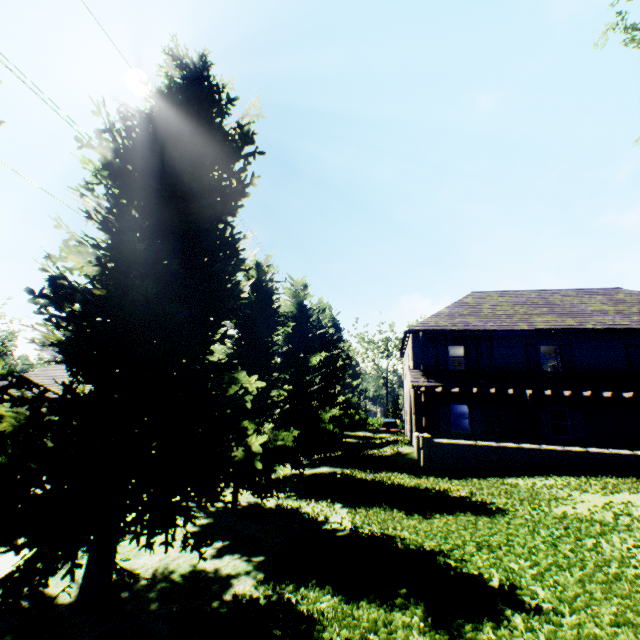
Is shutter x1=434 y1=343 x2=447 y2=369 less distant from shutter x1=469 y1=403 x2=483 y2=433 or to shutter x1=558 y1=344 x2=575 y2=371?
shutter x1=469 y1=403 x2=483 y2=433

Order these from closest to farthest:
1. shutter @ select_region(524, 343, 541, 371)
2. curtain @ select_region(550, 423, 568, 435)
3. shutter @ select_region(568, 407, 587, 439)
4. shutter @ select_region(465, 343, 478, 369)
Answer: shutter @ select_region(568, 407, 587, 439) < curtain @ select_region(550, 423, 568, 435) < shutter @ select_region(524, 343, 541, 371) < shutter @ select_region(465, 343, 478, 369)

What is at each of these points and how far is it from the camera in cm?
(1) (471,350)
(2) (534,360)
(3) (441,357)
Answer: (1) shutter, 1922
(2) shutter, 1841
(3) shutter, 1945

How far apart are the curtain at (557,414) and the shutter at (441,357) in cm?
553

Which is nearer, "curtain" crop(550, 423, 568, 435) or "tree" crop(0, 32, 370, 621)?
"tree" crop(0, 32, 370, 621)

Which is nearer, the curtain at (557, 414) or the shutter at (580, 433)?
the shutter at (580, 433)

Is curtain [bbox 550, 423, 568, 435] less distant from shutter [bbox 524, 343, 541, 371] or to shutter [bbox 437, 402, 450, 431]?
shutter [bbox 524, 343, 541, 371]

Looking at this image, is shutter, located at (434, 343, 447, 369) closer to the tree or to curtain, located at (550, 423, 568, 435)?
curtain, located at (550, 423, 568, 435)
